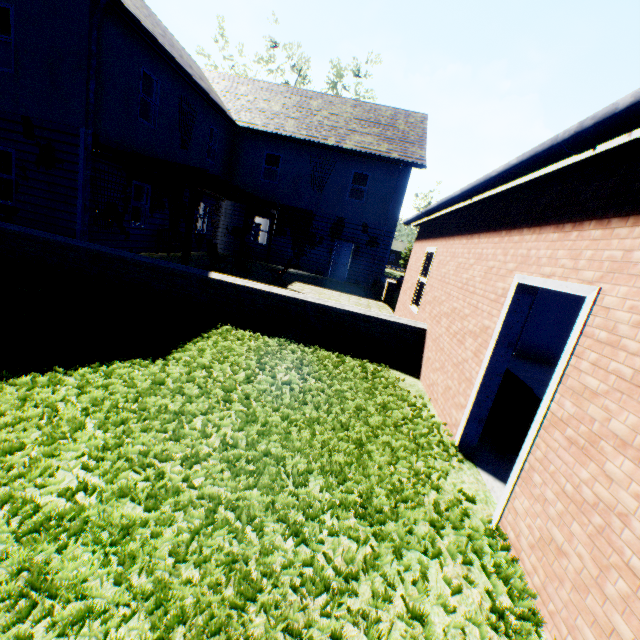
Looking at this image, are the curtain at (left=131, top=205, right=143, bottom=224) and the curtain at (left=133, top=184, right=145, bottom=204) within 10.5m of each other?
yes

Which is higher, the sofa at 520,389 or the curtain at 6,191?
the curtain at 6,191

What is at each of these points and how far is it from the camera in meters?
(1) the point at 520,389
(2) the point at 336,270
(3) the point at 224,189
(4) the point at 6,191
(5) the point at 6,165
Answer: (1) sofa, 4.0
(2) door, 18.6
(3) veranda, 11.1
(4) curtain, 9.8
(5) curtain, 9.6

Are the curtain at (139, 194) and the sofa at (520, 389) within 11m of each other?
no

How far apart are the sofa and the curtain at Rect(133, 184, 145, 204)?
12.16m

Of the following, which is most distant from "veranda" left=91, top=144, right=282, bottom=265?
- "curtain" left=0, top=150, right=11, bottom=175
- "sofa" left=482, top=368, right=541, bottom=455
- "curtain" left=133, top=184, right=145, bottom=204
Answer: "sofa" left=482, top=368, right=541, bottom=455

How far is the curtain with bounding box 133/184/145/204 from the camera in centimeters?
1173cm

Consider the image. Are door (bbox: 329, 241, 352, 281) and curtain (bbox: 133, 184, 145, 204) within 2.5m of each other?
no
